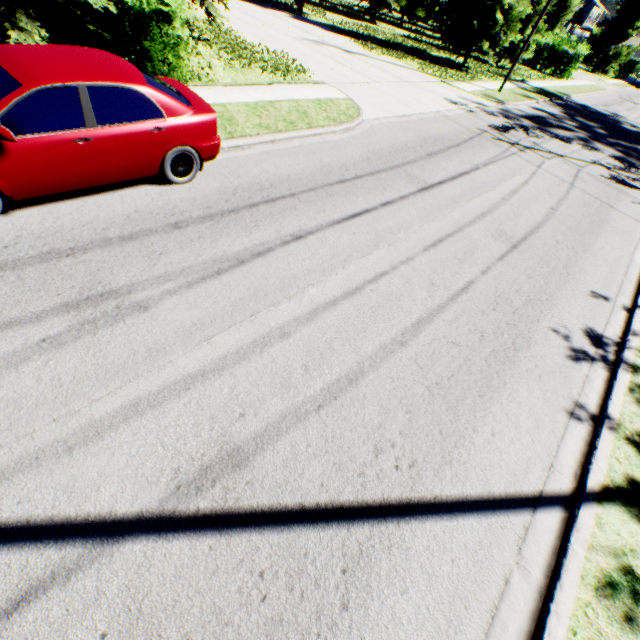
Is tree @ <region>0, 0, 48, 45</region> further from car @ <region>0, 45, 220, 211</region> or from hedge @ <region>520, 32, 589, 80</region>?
car @ <region>0, 45, 220, 211</region>

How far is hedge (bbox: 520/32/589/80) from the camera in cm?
3303

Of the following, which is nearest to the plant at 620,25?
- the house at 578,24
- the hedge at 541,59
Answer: the house at 578,24

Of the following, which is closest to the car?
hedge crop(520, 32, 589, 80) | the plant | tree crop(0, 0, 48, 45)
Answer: tree crop(0, 0, 48, 45)

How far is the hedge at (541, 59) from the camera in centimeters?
3303cm

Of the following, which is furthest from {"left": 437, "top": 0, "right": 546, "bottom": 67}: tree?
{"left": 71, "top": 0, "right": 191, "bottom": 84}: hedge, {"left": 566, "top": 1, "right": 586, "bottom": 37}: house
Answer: {"left": 566, "top": 1, "right": 586, "bottom": 37}: house

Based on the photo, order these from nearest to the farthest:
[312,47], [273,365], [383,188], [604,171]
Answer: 1. [273,365]
2. [383,188]
3. [604,171]
4. [312,47]

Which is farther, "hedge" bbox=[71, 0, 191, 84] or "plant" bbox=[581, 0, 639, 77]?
"plant" bbox=[581, 0, 639, 77]
